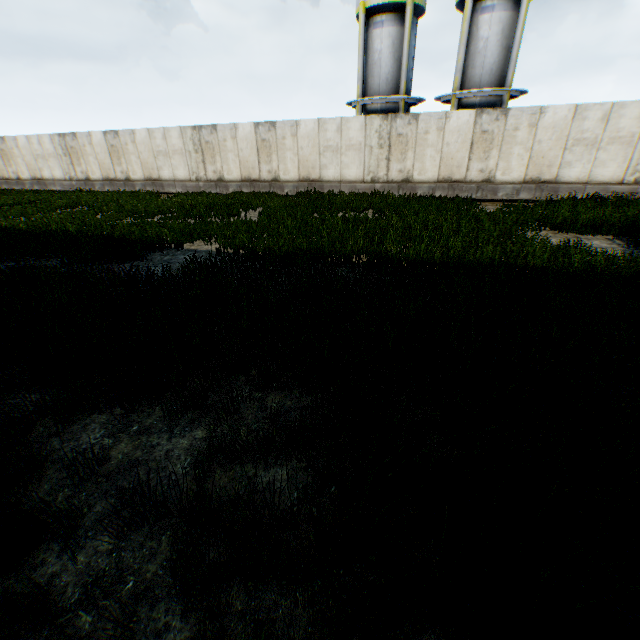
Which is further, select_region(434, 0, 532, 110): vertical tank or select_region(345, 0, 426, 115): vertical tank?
select_region(345, 0, 426, 115): vertical tank

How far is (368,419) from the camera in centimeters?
302cm

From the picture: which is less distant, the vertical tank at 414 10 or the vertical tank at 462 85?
the vertical tank at 462 85
